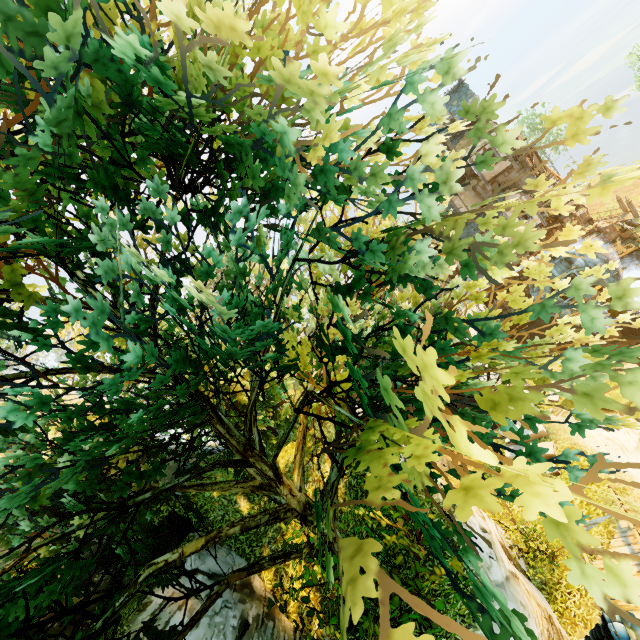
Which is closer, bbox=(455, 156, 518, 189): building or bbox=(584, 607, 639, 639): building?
bbox=(584, 607, 639, 639): building

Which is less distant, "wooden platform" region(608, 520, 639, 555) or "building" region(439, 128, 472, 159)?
"wooden platform" region(608, 520, 639, 555)

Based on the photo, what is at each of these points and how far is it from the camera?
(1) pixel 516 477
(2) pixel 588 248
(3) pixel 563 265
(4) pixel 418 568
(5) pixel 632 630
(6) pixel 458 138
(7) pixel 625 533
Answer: (1) tree, 2.1 meters
(2) tree, 4.9 meters
(3) water wheel, 27.0 meters
(4) bush, 7.1 meters
(5) building, 6.2 meters
(6) building, 26.5 meters
(7) wooden platform, 10.9 meters

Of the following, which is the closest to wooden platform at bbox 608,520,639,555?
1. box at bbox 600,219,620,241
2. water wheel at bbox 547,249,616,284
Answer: water wheel at bbox 547,249,616,284

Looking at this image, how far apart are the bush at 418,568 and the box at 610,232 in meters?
33.8

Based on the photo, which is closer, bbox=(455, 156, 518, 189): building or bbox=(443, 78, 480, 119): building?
bbox=(455, 156, 518, 189): building

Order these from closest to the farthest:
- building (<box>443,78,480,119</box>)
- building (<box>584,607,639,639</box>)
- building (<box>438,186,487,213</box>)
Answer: building (<box>584,607,639,639</box>) < building (<box>443,78,480,119</box>) < building (<box>438,186,487,213</box>)

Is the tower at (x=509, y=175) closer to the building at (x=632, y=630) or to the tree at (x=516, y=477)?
the tree at (x=516, y=477)
